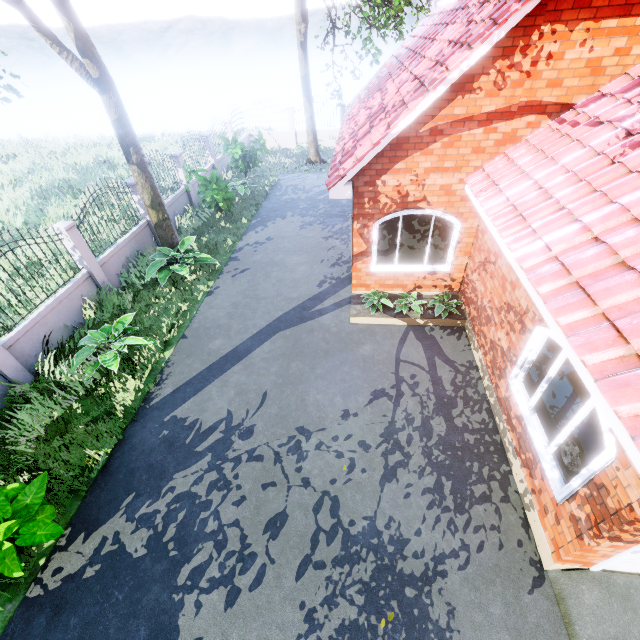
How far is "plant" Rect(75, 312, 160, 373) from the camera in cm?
734

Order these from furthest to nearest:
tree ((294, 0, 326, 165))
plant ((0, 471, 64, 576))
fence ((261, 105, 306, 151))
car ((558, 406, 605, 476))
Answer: fence ((261, 105, 306, 151)), tree ((294, 0, 326, 165)), car ((558, 406, 605, 476)), plant ((0, 471, 64, 576))

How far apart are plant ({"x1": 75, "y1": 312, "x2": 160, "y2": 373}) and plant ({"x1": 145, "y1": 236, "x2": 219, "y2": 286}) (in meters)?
2.20

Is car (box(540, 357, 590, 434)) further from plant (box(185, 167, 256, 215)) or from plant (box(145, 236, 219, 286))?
plant (box(185, 167, 256, 215))

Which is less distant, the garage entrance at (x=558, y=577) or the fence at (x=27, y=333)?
the garage entrance at (x=558, y=577)

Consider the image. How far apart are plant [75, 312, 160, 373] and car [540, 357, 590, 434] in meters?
8.4

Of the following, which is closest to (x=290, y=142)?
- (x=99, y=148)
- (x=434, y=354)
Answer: (x=99, y=148)

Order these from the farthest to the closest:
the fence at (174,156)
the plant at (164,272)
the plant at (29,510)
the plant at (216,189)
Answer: the fence at (174,156), the plant at (216,189), the plant at (164,272), the plant at (29,510)
